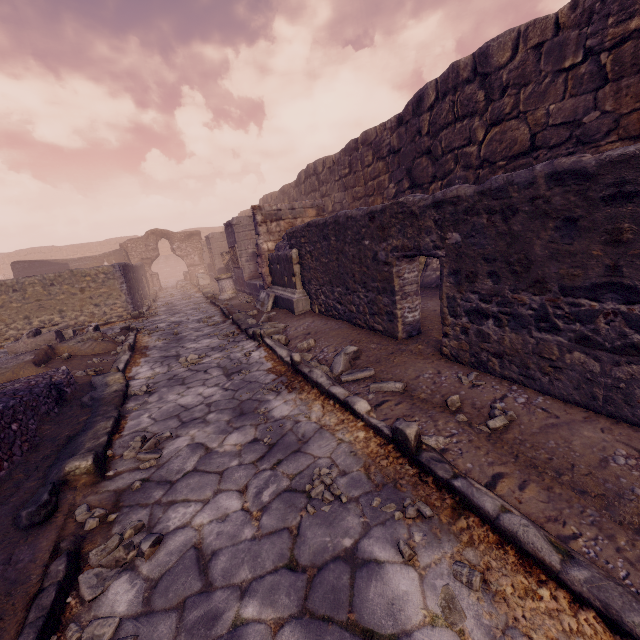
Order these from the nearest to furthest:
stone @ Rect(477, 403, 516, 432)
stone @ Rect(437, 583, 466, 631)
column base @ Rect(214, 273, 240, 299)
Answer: stone @ Rect(437, 583, 466, 631)
stone @ Rect(477, 403, 516, 432)
column base @ Rect(214, 273, 240, 299)

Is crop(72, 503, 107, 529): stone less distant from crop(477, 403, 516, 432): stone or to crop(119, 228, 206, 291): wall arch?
crop(477, 403, 516, 432): stone

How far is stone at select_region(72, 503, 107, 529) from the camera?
2.25m

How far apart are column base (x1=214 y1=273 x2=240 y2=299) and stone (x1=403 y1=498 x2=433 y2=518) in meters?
11.2 m

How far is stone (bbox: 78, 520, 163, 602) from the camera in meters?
1.8 m

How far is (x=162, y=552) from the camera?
2.0m

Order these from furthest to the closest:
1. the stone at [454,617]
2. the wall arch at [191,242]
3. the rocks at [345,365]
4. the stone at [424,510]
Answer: the wall arch at [191,242] → the rocks at [345,365] → the stone at [424,510] → the stone at [454,617]

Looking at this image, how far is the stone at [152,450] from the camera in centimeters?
298cm
